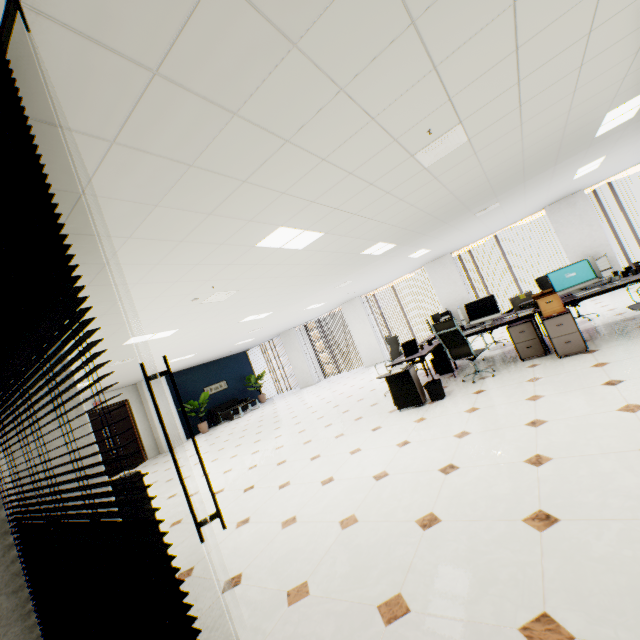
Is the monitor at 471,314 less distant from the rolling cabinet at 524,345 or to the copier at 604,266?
the rolling cabinet at 524,345

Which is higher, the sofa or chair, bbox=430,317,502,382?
chair, bbox=430,317,502,382

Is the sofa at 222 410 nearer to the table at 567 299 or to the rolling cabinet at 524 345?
the table at 567 299

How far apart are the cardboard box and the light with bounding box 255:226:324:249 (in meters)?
3.45

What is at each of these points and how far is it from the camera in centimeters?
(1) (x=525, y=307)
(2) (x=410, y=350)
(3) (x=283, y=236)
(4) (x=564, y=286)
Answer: (1) binder, 584cm
(2) laptop, 604cm
(3) light, 406cm
(4) monitor, 561cm

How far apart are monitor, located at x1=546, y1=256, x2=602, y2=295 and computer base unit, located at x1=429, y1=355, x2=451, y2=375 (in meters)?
2.28

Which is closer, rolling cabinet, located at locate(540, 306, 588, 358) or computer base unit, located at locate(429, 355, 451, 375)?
rolling cabinet, located at locate(540, 306, 588, 358)

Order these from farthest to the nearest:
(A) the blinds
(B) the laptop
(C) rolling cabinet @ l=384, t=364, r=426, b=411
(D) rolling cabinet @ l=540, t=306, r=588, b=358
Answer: (B) the laptop < (C) rolling cabinet @ l=384, t=364, r=426, b=411 < (D) rolling cabinet @ l=540, t=306, r=588, b=358 < (A) the blinds
